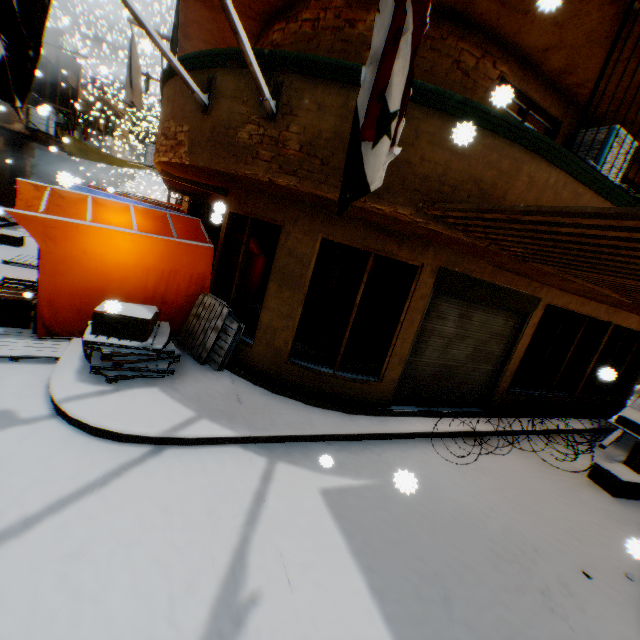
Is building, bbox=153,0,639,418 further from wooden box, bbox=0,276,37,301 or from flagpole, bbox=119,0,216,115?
wooden box, bbox=0,276,37,301

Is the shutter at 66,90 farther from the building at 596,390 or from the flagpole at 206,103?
the flagpole at 206,103

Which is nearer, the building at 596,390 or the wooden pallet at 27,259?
the building at 596,390

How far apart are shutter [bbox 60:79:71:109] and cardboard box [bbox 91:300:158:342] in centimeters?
1773cm

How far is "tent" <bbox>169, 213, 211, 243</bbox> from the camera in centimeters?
660cm

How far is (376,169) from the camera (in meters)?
1.83

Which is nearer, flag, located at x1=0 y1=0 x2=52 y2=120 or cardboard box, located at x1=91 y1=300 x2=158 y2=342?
flag, located at x1=0 y1=0 x2=52 y2=120

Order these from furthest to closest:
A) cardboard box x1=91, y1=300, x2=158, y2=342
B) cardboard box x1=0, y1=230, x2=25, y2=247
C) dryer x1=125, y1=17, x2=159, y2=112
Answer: cardboard box x1=0, y1=230, x2=25, y2=247 → dryer x1=125, y1=17, x2=159, y2=112 → cardboard box x1=91, y1=300, x2=158, y2=342
